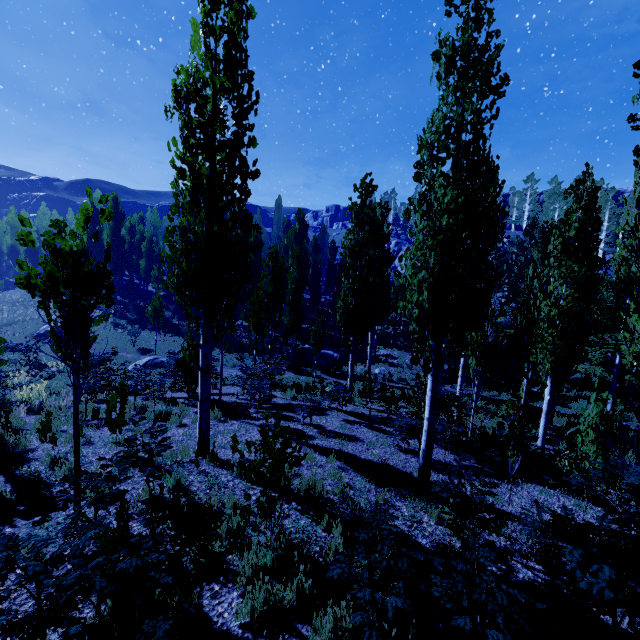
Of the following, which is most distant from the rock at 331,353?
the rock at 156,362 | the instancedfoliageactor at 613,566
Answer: the rock at 156,362

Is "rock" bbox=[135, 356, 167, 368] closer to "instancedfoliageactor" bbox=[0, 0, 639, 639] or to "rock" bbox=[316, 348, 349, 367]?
"instancedfoliageactor" bbox=[0, 0, 639, 639]

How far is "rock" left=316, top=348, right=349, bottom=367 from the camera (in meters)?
24.55

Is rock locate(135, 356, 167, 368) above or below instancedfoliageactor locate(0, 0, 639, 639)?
below

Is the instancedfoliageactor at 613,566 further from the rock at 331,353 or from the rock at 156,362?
the rock at 156,362

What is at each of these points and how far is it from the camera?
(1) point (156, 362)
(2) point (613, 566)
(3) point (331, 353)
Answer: (1) rock, 20.3 meters
(2) instancedfoliageactor, 3.0 meters
(3) rock, 25.3 meters

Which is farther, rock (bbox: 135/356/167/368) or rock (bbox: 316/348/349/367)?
rock (bbox: 316/348/349/367)

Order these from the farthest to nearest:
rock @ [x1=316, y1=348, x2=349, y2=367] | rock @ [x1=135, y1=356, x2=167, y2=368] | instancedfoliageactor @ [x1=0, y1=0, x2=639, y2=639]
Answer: rock @ [x1=316, y1=348, x2=349, y2=367], rock @ [x1=135, y1=356, x2=167, y2=368], instancedfoliageactor @ [x1=0, y1=0, x2=639, y2=639]
